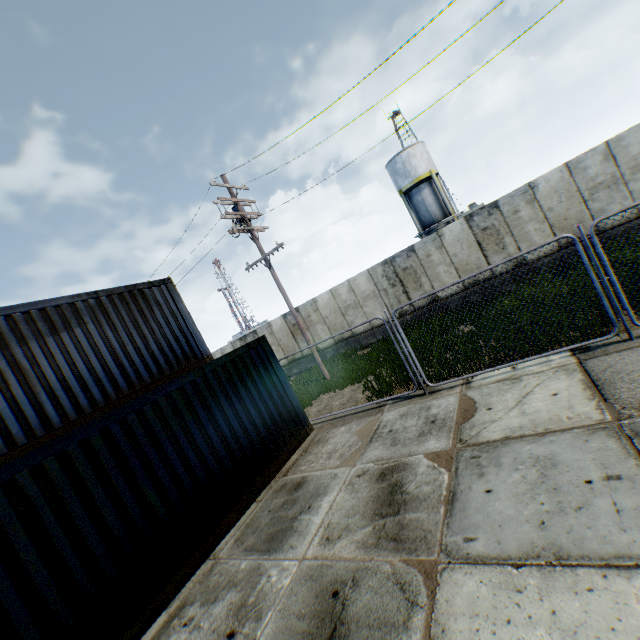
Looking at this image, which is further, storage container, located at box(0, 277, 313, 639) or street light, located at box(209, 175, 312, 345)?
street light, located at box(209, 175, 312, 345)

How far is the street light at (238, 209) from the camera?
12.7m

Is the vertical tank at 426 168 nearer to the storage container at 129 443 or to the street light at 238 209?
the street light at 238 209

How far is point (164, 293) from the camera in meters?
9.9

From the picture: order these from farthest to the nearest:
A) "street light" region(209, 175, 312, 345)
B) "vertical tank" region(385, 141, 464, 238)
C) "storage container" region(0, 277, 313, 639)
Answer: "vertical tank" region(385, 141, 464, 238) → "street light" region(209, 175, 312, 345) → "storage container" region(0, 277, 313, 639)

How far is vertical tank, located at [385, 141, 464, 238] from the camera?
29.7 meters

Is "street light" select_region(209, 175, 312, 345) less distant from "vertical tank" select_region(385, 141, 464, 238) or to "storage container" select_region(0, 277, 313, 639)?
"storage container" select_region(0, 277, 313, 639)
